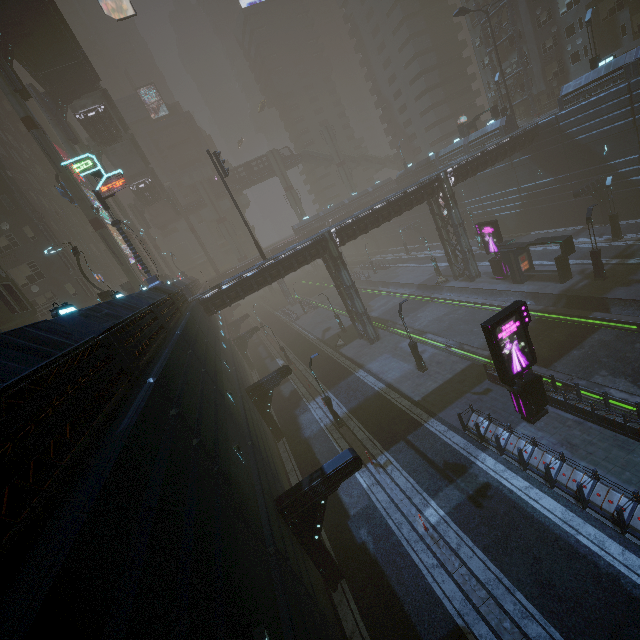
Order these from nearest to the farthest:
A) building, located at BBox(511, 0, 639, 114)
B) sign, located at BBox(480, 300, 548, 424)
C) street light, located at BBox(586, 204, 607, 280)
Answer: sign, located at BBox(480, 300, 548, 424) < street light, located at BBox(586, 204, 607, 280) < building, located at BBox(511, 0, 639, 114)

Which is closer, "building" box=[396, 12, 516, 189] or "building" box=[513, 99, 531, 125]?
"building" box=[396, 12, 516, 189]

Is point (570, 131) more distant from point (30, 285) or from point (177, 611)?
point (30, 285)

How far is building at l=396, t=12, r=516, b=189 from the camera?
39.0m

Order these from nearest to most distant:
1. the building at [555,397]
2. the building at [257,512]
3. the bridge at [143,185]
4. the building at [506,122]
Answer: the building at [257,512] < the building at [555,397] < the building at [506,122] < the bridge at [143,185]

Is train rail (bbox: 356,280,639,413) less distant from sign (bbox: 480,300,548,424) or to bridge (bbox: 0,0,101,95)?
sign (bbox: 480,300,548,424)

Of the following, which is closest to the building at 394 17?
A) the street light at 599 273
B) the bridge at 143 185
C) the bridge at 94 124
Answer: the street light at 599 273
